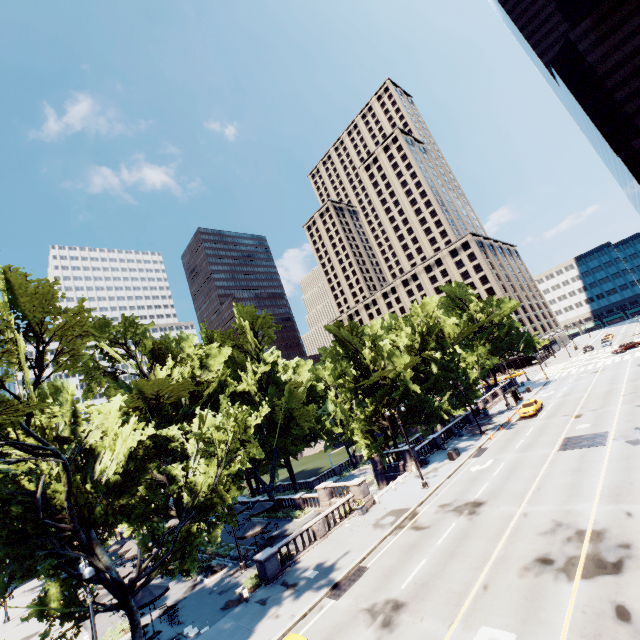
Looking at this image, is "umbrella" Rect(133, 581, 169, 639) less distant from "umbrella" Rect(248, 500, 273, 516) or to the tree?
the tree

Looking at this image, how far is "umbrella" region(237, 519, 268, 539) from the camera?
26.84m

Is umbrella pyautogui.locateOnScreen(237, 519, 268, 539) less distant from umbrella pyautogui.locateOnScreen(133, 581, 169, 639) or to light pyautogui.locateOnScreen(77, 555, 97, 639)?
umbrella pyautogui.locateOnScreen(133, 581, 169, 639)

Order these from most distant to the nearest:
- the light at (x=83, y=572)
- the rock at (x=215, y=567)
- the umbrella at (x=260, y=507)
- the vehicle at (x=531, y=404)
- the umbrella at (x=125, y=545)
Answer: the vehicle at (x=531, y=404)
the umbrella at (x=125, y=545)
the umbrella at (x=260, y=507)
the rock at (x=215, y=567)
the light at (x=83, y=572)

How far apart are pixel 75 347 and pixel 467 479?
30.62m

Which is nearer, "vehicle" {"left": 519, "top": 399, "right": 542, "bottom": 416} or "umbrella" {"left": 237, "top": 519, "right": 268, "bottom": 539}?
"umbrella" {"left": 237, "top": 519, "right": 268, "bottom": 539}

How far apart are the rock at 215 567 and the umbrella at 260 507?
4.98m

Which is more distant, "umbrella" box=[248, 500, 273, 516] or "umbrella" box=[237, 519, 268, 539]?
"umbrella" box=[248, 500, 273, 516]
